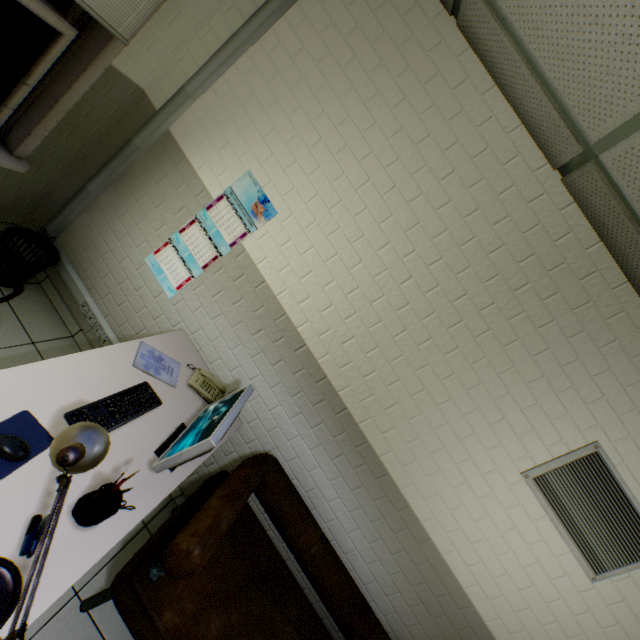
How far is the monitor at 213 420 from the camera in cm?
140

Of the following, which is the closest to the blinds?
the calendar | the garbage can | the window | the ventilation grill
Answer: the window

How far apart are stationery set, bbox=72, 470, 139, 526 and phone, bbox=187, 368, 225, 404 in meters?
0.8 m

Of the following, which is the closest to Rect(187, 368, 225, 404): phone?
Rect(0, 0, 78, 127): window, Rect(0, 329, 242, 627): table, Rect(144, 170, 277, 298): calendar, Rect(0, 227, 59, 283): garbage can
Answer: Rect(0, 329, 242, 627): table

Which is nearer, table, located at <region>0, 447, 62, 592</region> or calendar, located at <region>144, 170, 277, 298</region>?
table, located at <region>0, 447, 62, 592</region>

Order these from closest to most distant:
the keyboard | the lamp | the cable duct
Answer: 1. the lamp
2. the keyboard
3. the cable duct

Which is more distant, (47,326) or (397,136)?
(47,326)

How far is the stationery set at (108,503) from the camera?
1.2m
